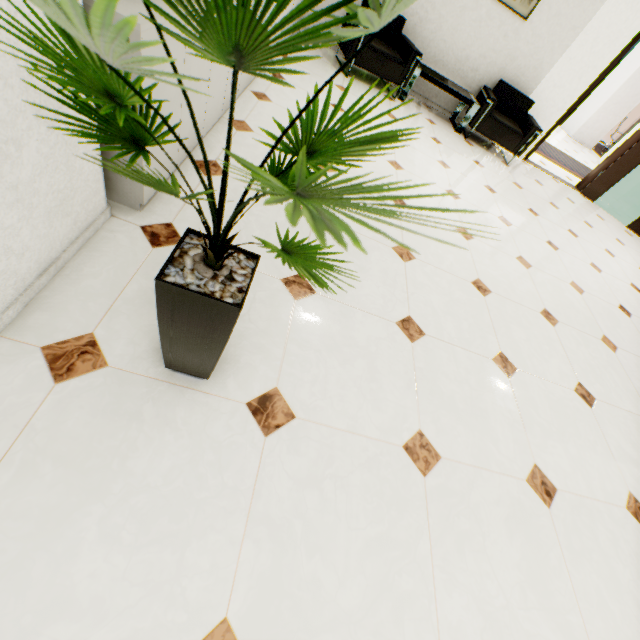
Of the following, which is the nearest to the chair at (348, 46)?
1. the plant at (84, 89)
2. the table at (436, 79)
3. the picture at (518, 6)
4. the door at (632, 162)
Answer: the table at (436, 79)

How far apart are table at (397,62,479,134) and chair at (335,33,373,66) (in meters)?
0.03

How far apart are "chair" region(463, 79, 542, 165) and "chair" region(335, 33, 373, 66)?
1.2m

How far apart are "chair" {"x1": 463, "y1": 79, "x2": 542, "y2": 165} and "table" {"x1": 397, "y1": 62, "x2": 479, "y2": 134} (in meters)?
0.10

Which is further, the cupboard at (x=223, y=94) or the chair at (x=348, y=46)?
the chair at (x=348, y=46)

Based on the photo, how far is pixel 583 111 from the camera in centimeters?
1132cm

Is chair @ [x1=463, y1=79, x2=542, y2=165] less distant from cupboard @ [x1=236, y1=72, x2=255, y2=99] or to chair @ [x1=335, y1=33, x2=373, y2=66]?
chair @ [x1=335, y1=33, x2=373, y2=66]

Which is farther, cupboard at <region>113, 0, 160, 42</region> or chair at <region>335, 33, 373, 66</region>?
chair at <region>335, 33, 373, 66</region>
